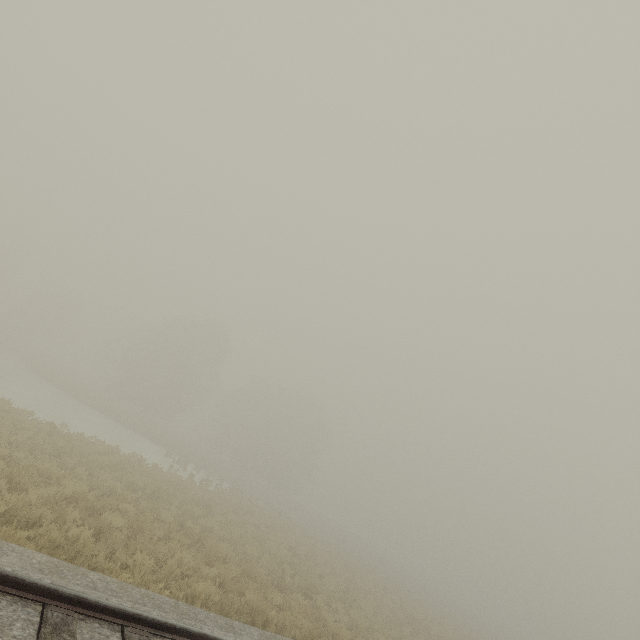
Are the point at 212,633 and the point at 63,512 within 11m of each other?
yes
